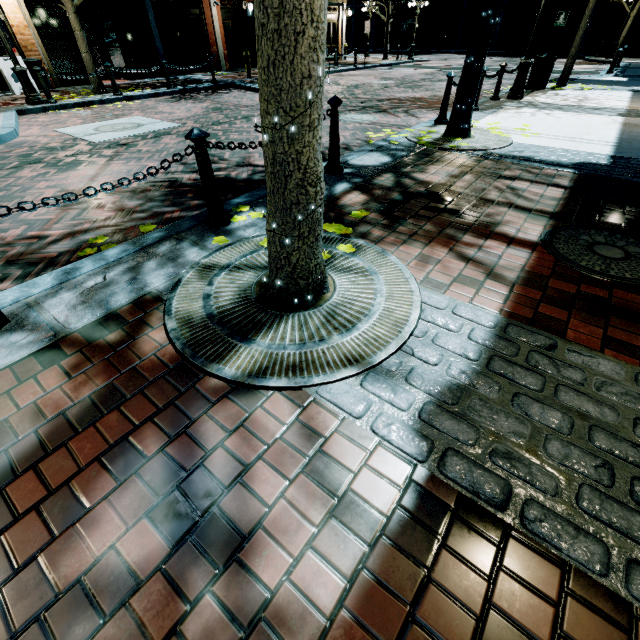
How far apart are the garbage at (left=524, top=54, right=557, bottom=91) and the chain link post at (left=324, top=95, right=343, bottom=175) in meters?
10.1

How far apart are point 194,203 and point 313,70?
3.1 meters

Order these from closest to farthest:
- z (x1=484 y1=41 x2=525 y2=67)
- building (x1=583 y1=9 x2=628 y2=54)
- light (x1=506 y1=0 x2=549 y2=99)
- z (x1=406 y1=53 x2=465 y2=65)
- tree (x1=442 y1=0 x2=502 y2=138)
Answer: tree (x1=442 y1=0 x2=502 y2=138) → light (x1=506 y1=0 x2=549 y2=99) → z (x1=484 y1=41 x2=525 y2=67) → z (x1=406 y1=53 x2=465 y2=65) → building (x1=583 y1=9 x2=628 y2=54)

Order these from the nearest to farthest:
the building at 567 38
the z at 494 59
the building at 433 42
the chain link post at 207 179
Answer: the chain link post at 207 179, the z at 494 59, the building at 567 38, the building at 433 42

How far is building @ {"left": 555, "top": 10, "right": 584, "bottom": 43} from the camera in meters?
28.5

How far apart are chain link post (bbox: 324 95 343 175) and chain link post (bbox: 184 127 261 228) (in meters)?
1.72

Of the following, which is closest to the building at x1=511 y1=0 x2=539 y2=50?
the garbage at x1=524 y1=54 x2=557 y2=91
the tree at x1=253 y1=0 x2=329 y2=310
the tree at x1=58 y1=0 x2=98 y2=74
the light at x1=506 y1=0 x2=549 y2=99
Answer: the tree at x1=253 y1=0 x2=329 y2=310

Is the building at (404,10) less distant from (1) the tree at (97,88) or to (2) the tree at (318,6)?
(2) the tree at (318,6)
